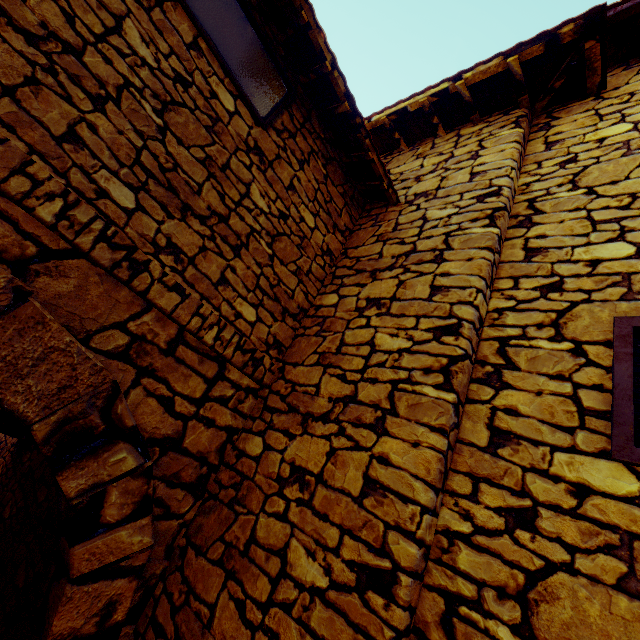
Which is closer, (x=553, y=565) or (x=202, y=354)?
(x=553, y=565)

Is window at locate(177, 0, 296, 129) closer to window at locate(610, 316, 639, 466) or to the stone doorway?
the stone doorway

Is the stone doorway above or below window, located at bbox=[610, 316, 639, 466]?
below

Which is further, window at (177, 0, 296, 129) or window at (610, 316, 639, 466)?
window at (177, 0, 296, 129)

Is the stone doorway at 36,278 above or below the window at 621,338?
below

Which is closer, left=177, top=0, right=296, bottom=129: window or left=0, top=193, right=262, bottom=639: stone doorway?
left=0, top=193, right=262, bottom=639: stone doorway

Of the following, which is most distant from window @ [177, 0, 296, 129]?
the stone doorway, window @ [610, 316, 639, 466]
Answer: window @ [610, 316, 639, 466]

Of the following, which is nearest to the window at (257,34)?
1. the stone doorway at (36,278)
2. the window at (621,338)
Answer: the stone doorway at (36,278)
